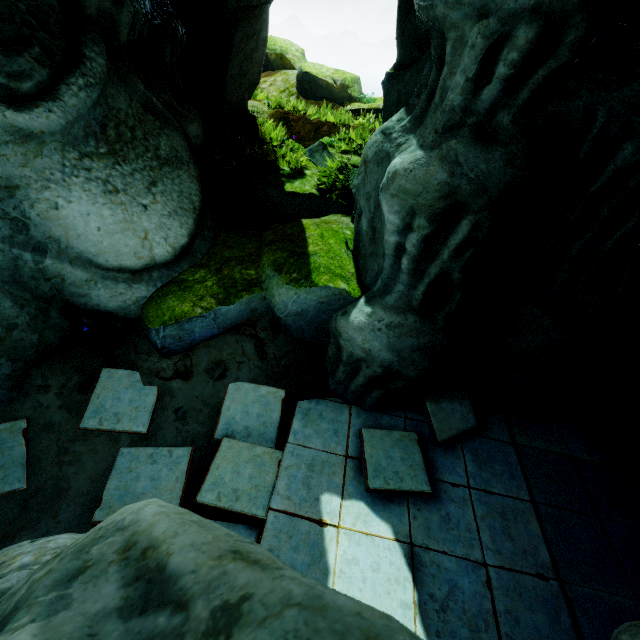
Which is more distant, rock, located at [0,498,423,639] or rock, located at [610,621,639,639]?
rock, located at [610,621,639,639]

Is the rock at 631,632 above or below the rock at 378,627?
below

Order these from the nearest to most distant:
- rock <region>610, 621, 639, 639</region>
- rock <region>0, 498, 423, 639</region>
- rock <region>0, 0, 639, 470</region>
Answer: rock <region>0, 498, 423, 639</region>
rock <region>610, 621, 639, 639</region>
rock <region>0, 0, 639, 470</region>

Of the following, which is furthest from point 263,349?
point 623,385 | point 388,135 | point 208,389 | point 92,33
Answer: point 623,385

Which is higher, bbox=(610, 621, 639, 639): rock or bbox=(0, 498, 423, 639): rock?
bbox=(0, 498, 423, 639): rock

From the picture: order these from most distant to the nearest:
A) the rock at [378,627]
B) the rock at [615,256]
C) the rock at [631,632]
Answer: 1. the rock at [615,256]
2. the rock at [631,632]
3. the rock at [378,627]
